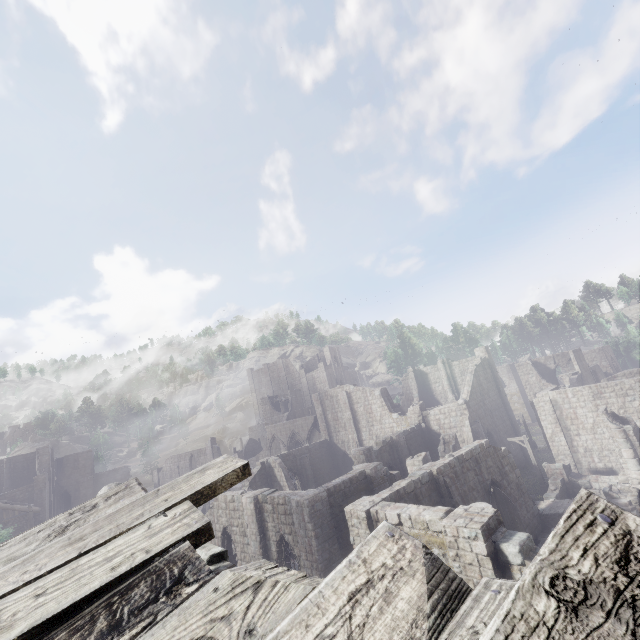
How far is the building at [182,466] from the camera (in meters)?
54.56

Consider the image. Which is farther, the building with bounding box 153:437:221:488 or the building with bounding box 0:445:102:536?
the building with bounding box 153:437:221:488

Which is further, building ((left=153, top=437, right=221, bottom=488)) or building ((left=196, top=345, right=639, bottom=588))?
building ((left=153, top=437, right=221, bottom=488))

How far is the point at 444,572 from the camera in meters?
1.7 m

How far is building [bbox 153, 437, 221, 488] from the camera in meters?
54.6

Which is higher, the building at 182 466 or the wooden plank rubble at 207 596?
the wooden plank rubble at 207 596

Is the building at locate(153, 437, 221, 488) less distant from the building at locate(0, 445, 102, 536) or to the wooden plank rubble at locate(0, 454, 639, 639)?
the wooden plank rubble at locate(0, 454, 639, 639)

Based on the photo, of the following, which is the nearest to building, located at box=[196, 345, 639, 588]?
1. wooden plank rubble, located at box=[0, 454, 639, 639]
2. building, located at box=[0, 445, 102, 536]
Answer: wooden plank rubble, located at box=[0, 454, 639, 639]
